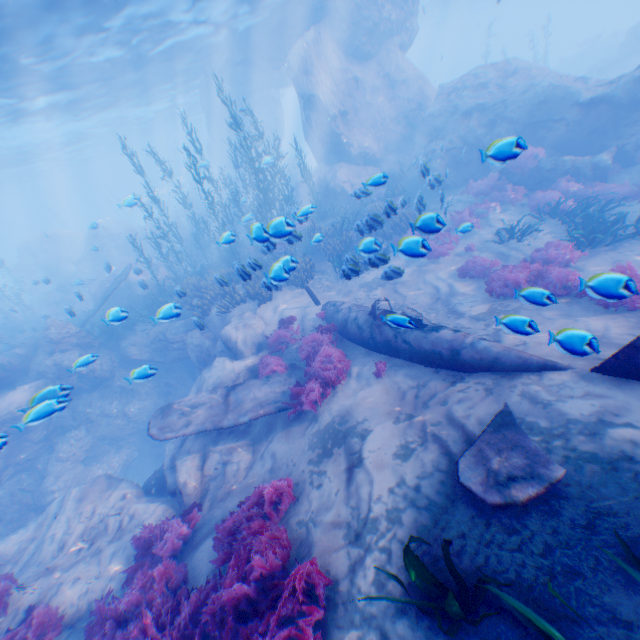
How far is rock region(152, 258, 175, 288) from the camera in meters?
20.0 m

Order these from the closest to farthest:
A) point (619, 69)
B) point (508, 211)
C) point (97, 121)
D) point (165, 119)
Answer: point (508, 211), point (619, 69), point (97, 121), point (165, 119)

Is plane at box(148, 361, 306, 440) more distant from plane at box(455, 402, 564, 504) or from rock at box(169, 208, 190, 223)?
plane at box(455, 402, 564, 504)

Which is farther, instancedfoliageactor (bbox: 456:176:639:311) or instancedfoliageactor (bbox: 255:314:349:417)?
instancedfoliageactor (bbox: 255:314:349:417)

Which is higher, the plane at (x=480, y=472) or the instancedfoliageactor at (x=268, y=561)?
the plane at (x=480, y=472)

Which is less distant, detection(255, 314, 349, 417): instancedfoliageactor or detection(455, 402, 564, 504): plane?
detection(455, 402, 564, 504): plane

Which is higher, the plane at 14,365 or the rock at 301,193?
the rock at 301,193
